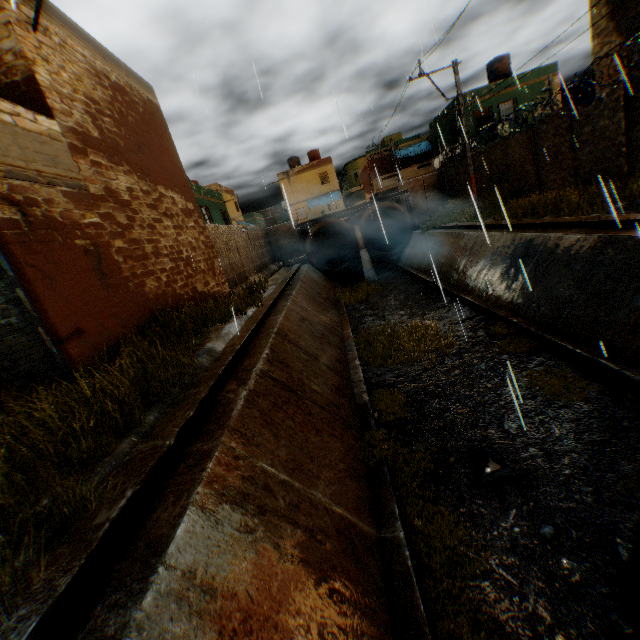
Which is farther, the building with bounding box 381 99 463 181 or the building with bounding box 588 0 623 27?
the building with bounding box 381 99 463 181

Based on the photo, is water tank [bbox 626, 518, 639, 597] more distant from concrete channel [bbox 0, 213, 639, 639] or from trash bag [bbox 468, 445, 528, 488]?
trash bag [bbox 468, 445, 528, 488]

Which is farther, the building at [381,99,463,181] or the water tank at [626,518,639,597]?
the building at [381,99,463,181]

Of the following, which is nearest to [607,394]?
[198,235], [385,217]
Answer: [198,235]

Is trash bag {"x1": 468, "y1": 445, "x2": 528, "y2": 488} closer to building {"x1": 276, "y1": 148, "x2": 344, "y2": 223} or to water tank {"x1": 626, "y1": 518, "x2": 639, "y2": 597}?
water tank {"x1": 626, "y1": 518, "x2": 639, "y2": 597}

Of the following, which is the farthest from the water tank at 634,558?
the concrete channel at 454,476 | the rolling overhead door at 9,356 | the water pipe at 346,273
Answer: the water pipe at 346,273

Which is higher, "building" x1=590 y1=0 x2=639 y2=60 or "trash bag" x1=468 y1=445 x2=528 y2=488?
"building" x1=590 y1=0 x2=639 y2=60

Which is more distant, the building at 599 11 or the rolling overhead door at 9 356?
the building at 599 11
